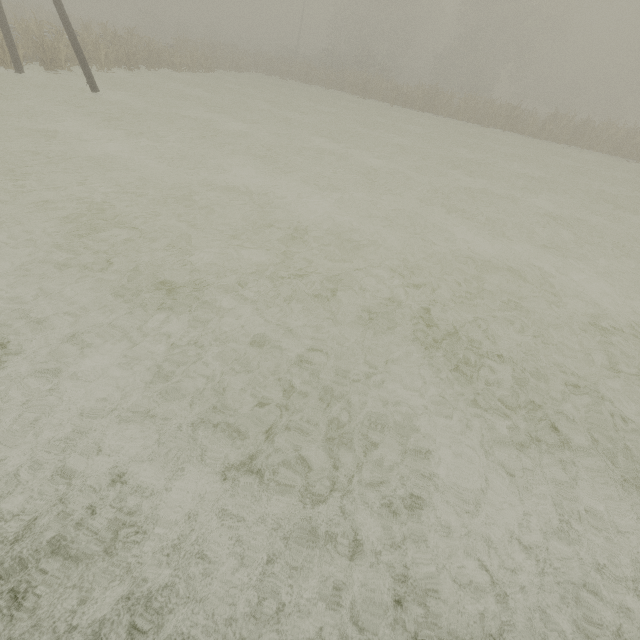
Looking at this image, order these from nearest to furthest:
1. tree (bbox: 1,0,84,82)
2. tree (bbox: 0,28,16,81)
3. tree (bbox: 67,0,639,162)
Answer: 1. tree (bbox: 0,28,16,81)
2. tree (bbox: 1,0,84,82)
3. tree (bbox: 67,0,639,162)

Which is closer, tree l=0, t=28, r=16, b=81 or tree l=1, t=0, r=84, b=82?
tree l=0, t=28, r=16, b=81

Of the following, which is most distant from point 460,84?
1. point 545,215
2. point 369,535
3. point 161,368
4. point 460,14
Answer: point 369,535

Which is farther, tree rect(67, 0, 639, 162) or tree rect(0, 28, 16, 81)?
tree rect(67, 0, 639, 162)

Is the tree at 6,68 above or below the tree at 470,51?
below

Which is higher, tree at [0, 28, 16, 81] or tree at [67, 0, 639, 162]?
tree at [67, 0, 639, 162]

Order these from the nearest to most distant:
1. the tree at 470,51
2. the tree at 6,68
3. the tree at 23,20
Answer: the tree at 6,68 < the tree at 23,20 < the tree at 470,51
